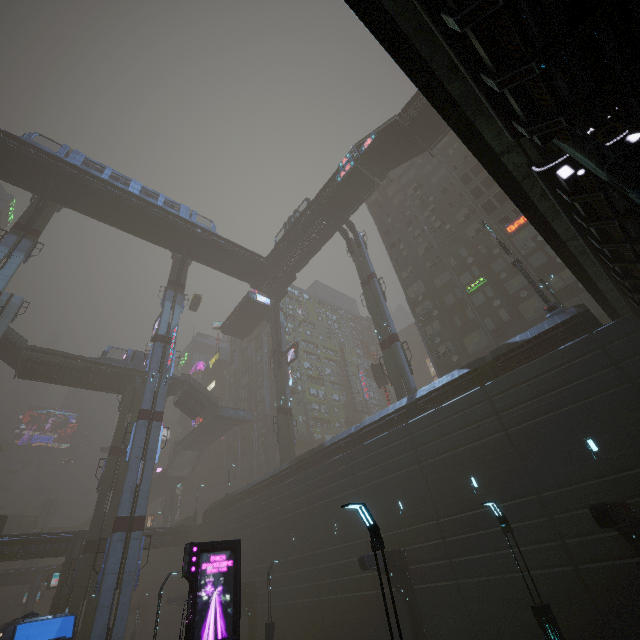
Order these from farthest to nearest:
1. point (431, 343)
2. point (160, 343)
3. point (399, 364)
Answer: point (160, 343) < point (431, 343) < point (399, 364)

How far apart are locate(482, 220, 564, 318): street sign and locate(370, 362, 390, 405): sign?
20.7 meters

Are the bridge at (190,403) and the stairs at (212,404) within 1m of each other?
yes

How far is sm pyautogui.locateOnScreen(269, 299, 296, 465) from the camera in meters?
38.8

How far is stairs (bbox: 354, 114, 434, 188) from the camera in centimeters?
3319cm

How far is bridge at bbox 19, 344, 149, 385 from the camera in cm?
3853

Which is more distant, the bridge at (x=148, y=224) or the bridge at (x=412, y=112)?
the bridge at (x=148, y=224)

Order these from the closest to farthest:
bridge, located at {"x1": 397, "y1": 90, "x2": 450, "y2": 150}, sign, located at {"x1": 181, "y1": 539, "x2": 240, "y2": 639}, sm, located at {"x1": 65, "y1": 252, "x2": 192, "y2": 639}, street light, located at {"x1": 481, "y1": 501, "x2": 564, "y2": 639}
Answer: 1. street light, located at {"x1": 481, "y1": 501, "x2": 564, "y2": 639}
2. sign, located at {"x1": 181, "y1": 539, "x2": 240, "y2": 639}
3. sm, located at {"x1": 65, "y1": 252, "x2": 192, "y2": 639}
4. bridge, located at {"x1": 397, "y1": 90, "x2": 450, "y2": 150}
